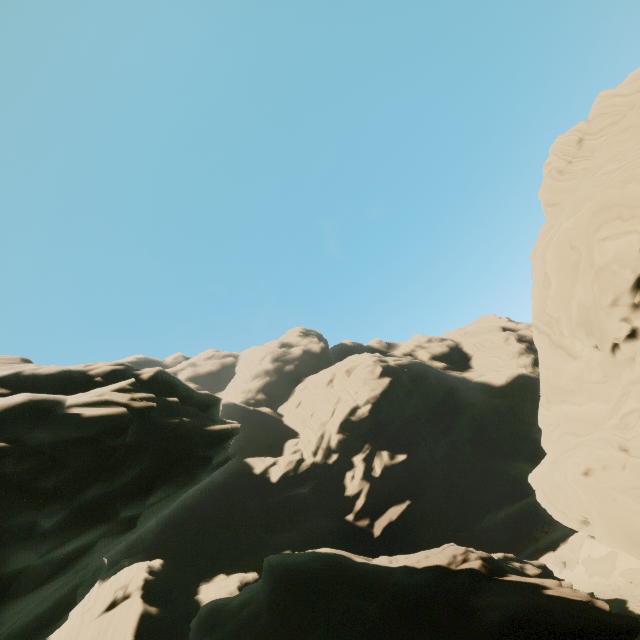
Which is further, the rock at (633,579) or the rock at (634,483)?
the rock at (633,579)

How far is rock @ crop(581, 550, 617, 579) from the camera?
21.9 meters

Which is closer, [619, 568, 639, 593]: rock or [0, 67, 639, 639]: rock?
[0, 67, 639, 639]: rock

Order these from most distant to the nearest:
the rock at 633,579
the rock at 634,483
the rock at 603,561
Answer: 1. the rock at 603,561
2. the rock at 633,579
3. the rock at 634,483

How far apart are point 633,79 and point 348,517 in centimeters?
6072cm

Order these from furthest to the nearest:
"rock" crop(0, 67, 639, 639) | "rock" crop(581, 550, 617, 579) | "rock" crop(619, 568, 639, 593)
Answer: "rock" crop(581, 550, 617, 579)
"rock" crop(619, 568, 639, 593)
"rock" crop(0, 67, 639, 639)

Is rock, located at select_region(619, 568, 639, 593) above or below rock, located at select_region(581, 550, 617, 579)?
below
